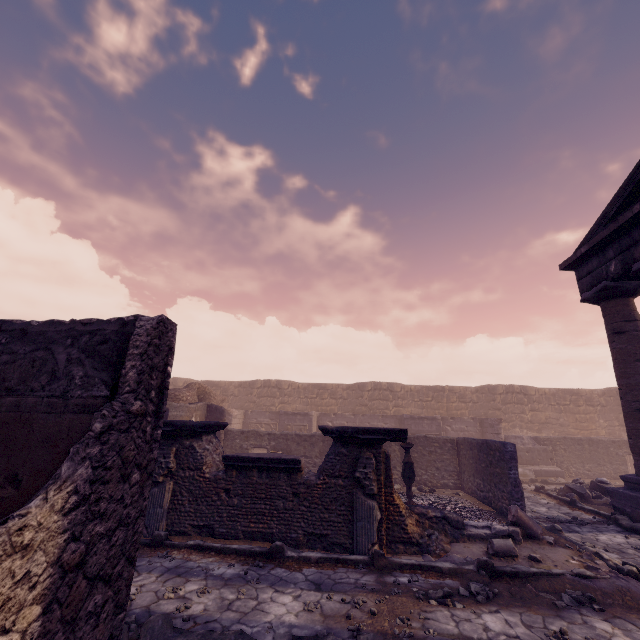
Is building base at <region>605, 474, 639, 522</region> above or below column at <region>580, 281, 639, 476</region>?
below

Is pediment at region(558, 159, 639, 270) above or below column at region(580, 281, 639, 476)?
above

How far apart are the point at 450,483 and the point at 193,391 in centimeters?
1177cm

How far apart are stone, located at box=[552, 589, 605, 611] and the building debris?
12.8m

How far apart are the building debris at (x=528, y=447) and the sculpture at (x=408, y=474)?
9.2m

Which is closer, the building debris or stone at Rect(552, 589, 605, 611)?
stone at Rect(552, 589, 605, 611)

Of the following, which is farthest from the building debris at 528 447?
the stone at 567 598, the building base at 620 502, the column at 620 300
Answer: the stone at 567 598

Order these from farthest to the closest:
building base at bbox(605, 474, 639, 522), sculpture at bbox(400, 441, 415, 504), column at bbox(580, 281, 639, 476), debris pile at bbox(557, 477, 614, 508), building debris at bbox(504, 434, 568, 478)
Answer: building debris at bbox(504, 434, 568, 478), debris pile at bbox(557, 477, 614, 508), sculpture at bbox(400, 441, 415, 504), column at bbox(580, 281, 639, 476), building base at bbox(605, 474, 639, 522)
